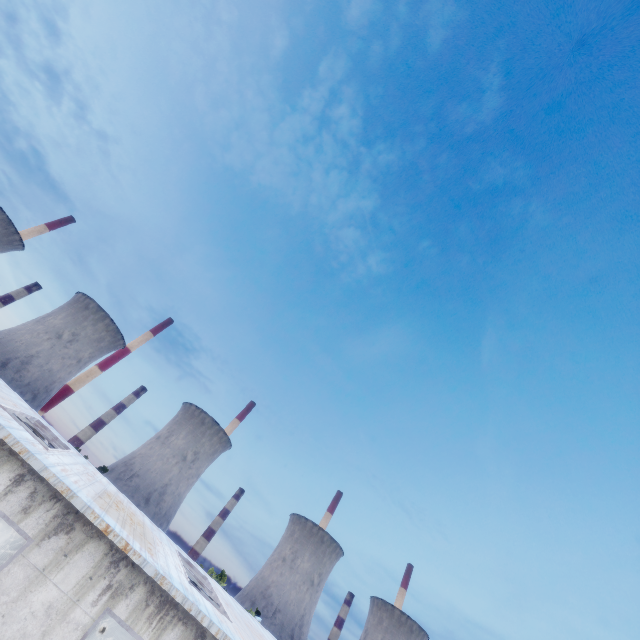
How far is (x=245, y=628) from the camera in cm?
1154
